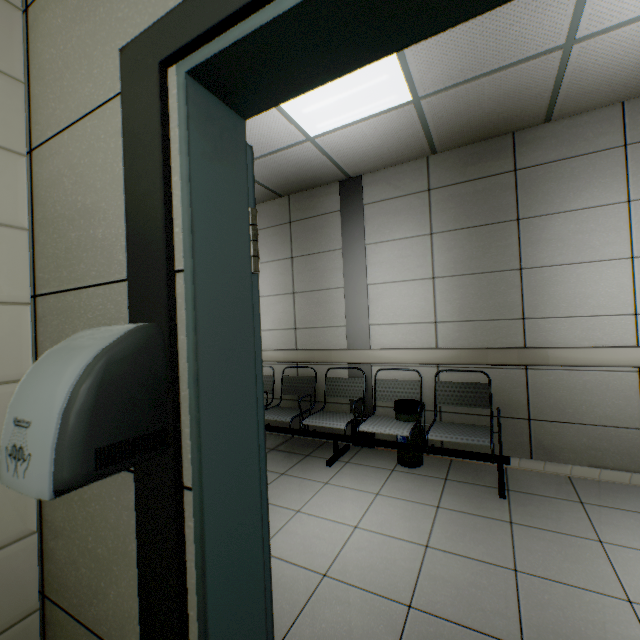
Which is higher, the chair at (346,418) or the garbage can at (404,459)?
the chair at (346,418)

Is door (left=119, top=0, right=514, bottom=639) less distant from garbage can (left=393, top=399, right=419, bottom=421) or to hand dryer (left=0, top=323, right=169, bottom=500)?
hand dryer (left=0, top=323, right=169, bottom=500)

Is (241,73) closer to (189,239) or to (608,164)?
(189,239)

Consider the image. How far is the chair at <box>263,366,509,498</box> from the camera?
2.85m

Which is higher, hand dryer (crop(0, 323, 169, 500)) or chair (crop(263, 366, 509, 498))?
hand dryer (crop(0, 323, 169, 500))

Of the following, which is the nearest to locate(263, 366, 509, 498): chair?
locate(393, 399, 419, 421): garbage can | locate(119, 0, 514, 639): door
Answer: locate(393, 399, 419, 421): garbage can

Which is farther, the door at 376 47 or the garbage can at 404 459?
the garbage can at 404 459

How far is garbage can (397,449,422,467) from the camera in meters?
3.3 m
